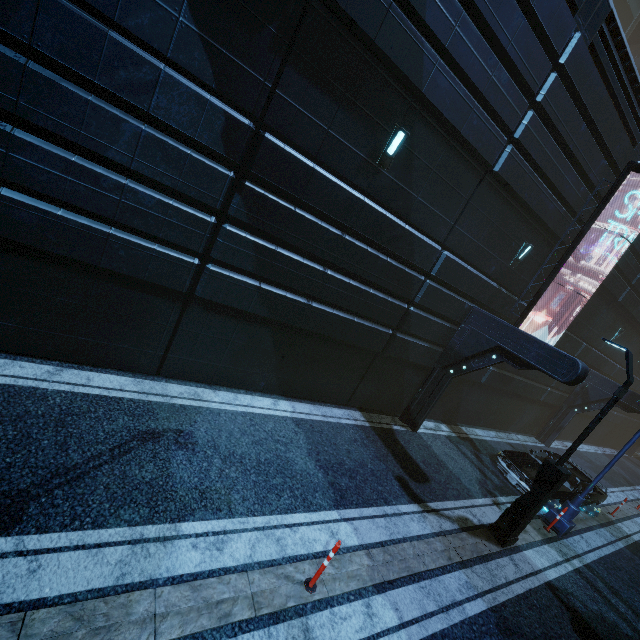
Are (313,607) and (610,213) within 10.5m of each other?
no

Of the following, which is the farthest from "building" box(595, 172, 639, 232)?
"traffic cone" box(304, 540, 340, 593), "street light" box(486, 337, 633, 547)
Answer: "traffic cone" box(304, 540, 340, 593)

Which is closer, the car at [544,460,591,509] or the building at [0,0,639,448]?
the building at [0,0,639,448]

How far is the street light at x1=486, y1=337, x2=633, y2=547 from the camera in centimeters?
728cm

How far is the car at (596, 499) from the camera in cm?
1216

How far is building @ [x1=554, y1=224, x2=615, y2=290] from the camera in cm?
1202

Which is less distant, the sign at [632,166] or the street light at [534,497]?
the street light at [534,497]

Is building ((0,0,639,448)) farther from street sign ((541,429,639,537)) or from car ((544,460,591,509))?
street sign ((541,429,639,537))
